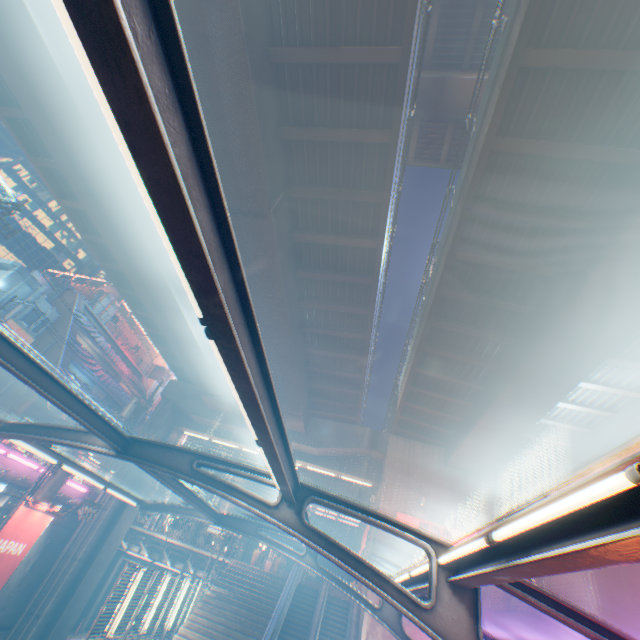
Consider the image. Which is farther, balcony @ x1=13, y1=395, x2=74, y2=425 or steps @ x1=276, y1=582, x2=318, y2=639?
balcony @ x1=13, y1=395, x2=74, y2=425

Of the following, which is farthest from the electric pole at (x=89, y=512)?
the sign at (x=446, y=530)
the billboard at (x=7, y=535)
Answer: the sign at (x=446, y=530)

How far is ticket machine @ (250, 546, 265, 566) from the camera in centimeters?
2320cm

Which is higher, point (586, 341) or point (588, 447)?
point (588, 447)

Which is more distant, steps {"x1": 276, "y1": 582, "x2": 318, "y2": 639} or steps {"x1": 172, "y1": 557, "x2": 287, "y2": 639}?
steps {"x1": 276, "y1": 582, "x2": 318, "y2": 639}

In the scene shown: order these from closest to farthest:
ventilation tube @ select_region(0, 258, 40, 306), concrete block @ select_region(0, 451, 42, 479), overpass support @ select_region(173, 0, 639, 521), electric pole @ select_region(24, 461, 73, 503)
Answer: overpass support @ select_region(173, 0, 639, 521)
electric pole @ select_region(24, 461, 73, 503)
concrete block @ select_region(0, 451, 42, 479)
ventilation tube @ select_region(0, 258, 40, 306)

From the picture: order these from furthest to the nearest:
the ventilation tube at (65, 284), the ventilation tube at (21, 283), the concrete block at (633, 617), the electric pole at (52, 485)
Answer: the ventilation tube at (65, 284)
the ventilation tube at (21, 283)
the electric pole at (52, 485)
the concrete block at (633, 617)

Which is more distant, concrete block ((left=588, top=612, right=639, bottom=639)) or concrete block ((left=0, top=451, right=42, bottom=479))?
concrete block ((left=0, top=451, right=42, bottom=479))
